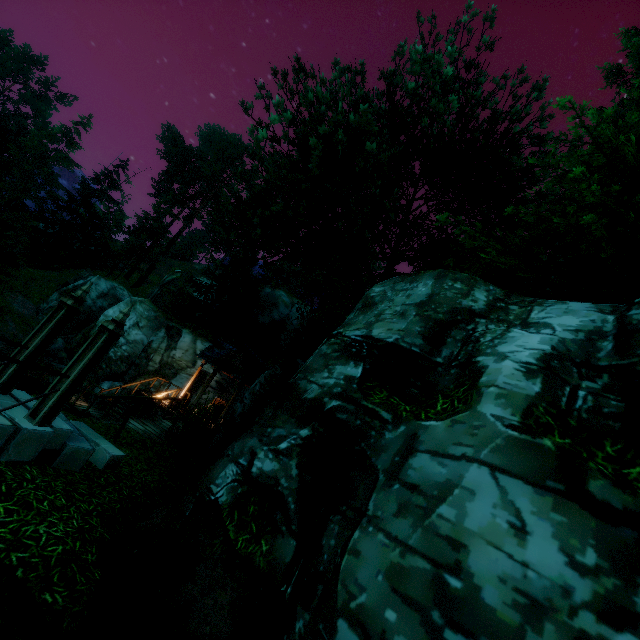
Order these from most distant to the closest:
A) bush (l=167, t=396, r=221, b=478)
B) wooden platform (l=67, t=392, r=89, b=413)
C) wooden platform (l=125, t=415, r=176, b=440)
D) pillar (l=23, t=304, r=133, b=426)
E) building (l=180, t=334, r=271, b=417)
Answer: building (l=180, t=334, r=271, b=417), wooden platform (l=67, t=392, r=89, b=413), wooden platform (l=125, t=415, r=176, b=440), bush (l=167, t=396, r=221, b=478), pillar (l=23, t=304, r=133, b=426)

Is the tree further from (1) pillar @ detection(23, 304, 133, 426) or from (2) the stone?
(2) the stone

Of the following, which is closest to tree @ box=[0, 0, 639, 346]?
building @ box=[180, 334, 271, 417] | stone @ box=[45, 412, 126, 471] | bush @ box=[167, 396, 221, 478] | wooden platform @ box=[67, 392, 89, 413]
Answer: building @ box=[180, 334, 271, 417]

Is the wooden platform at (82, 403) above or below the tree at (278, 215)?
below

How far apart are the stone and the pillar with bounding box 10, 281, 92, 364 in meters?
0.9 m

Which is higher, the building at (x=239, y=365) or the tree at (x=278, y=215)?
the tree at (x=278, y=215)

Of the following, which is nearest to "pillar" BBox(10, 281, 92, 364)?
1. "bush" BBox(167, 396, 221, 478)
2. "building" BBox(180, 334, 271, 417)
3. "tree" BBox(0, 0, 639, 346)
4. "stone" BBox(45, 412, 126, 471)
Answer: "stone" BBox(45, 412, 126, 471)

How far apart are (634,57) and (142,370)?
42.85m
